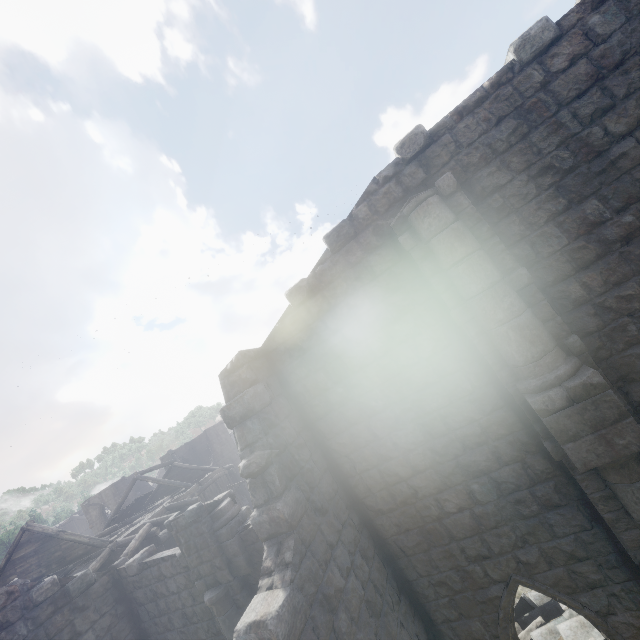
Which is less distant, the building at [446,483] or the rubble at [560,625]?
the building at [446,483]

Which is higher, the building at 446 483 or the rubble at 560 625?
the building at 446 483

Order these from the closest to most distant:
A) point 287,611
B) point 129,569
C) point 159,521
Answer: point 287,611 < point 129,569 < point 159,521

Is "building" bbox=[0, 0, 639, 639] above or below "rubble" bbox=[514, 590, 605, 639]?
above

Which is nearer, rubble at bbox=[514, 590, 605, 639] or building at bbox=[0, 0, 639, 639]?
building at bbox=[0, 0, 639, 639]
